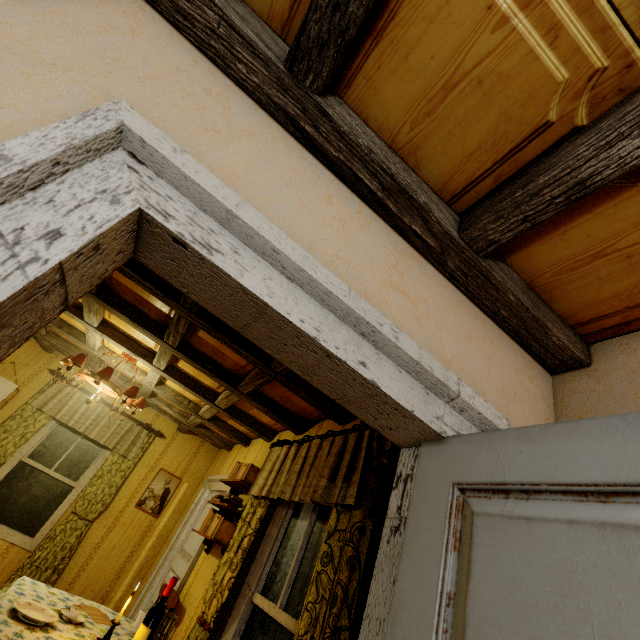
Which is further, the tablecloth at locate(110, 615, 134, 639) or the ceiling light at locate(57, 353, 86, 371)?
the ceiling light at locate(57, 353, 86, 371)

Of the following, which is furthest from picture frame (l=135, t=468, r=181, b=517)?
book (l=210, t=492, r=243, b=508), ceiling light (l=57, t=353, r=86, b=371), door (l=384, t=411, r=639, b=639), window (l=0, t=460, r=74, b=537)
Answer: door (l=384, t=411, r=639, b=639)

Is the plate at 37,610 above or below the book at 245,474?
below

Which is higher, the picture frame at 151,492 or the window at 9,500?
the picture frame at 151,492

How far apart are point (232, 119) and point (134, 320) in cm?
254

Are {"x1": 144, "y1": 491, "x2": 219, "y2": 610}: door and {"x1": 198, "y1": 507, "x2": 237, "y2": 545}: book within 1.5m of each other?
yes

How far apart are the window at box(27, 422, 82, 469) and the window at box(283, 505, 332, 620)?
4.2 meters

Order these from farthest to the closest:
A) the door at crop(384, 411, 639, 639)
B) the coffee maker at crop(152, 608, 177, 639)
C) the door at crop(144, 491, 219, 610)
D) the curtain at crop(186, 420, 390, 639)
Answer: the door at crop(144, 491, 219, 610) → the coffee maker at crop(152, 608, 177, 639) → the curtain at crop(186, 420, 390, 639) → the door at crop(384, 411, 639, 639)
